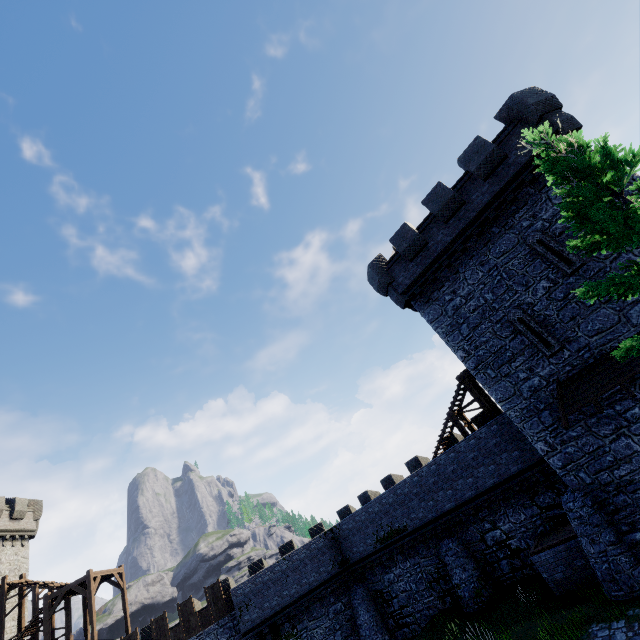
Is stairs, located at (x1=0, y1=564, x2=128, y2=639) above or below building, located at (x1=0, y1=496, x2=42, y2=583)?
below

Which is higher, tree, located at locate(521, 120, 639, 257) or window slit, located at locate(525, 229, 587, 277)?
window slit, located at locate(525, 229, 587, 277)

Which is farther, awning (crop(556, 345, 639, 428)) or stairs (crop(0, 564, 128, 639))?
stairs (crop(0, 564, 128, 639))

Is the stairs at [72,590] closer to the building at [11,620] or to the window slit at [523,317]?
the building at [11,620]

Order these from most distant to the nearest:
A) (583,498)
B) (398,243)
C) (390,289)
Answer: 1. (390,289)
2. (398,243)
3. (583,498)

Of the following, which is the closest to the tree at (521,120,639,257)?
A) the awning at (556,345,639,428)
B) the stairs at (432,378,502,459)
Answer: the awning at (556,345,639,428)

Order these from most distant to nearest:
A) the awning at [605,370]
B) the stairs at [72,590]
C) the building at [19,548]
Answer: the building at [19,548]
the stairs at [72,590]
the awning at [605,370]

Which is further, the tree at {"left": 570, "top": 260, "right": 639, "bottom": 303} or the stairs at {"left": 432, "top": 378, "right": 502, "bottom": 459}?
the stairs at {"left": 432, "top": 378, "right": 502, "bottom": 459}
